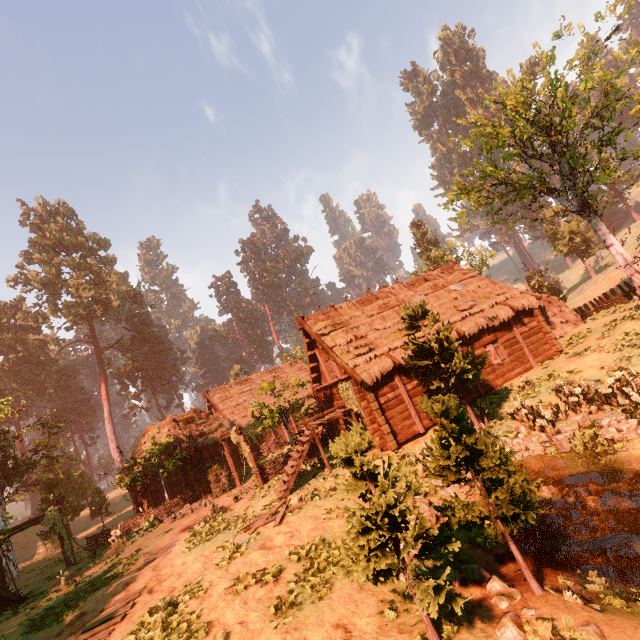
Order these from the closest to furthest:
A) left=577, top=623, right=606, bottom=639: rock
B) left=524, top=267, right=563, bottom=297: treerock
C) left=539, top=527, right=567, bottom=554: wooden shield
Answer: left=577, top=623, right=606, bottom=639: rock, left=539, top=527, right=567, bottom=554: wooden shield, left=524, top=267, right=563, bottom=297: treerock

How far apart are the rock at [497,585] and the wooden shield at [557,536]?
1.68m

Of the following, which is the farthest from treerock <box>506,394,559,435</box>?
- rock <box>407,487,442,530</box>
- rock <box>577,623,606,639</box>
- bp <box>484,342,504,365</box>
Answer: bp <box>484,342,504,365</box>

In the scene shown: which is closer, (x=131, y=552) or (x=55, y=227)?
(x=131, y=552)

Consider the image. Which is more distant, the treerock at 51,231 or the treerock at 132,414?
the treerock at 132,414

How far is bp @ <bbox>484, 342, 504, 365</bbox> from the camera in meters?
17.1 m

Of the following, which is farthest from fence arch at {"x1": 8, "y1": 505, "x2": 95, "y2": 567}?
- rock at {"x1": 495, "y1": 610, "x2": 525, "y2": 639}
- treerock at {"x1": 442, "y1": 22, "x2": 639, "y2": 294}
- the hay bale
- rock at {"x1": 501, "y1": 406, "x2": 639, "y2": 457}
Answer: the hay bale

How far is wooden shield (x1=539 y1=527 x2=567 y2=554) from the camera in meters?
7.1 m
